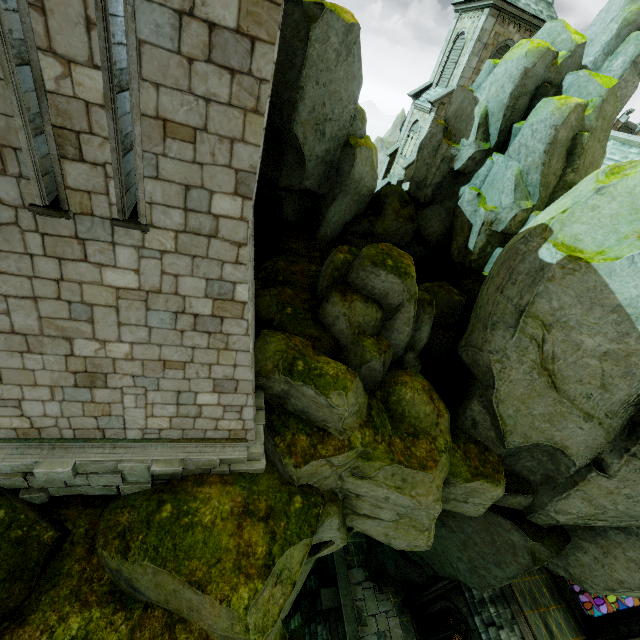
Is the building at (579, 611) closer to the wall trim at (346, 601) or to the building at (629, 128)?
the building at (629, 128)

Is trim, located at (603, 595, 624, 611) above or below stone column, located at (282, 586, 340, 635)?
above

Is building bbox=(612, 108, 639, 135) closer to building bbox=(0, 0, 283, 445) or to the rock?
the rock

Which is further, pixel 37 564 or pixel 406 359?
pixel 406 359

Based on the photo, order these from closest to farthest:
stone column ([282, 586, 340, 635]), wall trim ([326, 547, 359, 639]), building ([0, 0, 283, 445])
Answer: building ([0, 0, 283, 445]) < wall trim ([326, 547, 359, 639]) < stone column ([282, 586, 340, 635])

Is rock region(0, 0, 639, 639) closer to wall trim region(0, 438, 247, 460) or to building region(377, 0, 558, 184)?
wall trim region(0, 438, 247, 460)

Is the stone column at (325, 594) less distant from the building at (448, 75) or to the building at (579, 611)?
the building at (579, 611)

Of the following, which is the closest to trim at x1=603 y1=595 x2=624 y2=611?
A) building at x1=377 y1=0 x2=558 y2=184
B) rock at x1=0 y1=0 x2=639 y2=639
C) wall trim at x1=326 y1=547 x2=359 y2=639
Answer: rock at x1=0 y1=0 x2=639 y2=639
